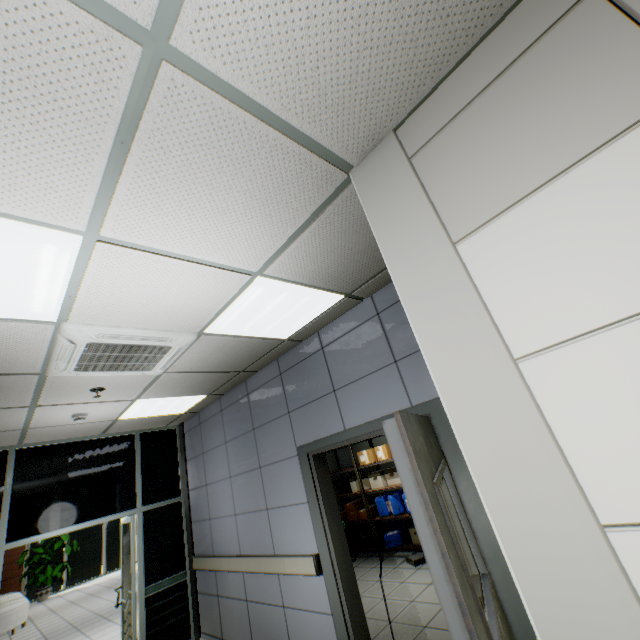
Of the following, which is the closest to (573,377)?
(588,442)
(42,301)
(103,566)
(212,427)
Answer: (588,442)

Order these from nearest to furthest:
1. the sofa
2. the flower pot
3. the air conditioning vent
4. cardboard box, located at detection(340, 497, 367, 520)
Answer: the air conditioning vent, cardboard box, located at detection(340, 497, 367, 520), the sofa, the flower pot

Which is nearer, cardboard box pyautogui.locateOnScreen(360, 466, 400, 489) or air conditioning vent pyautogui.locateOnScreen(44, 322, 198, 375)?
air conditioning vent pyautogui.locateOnScreen(44, 322, 198, 375)

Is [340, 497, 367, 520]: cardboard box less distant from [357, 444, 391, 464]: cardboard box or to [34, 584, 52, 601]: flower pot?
[357, 444, 391, 464]: cardboard box

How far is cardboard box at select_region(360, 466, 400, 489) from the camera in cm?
635

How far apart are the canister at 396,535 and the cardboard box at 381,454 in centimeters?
136cm

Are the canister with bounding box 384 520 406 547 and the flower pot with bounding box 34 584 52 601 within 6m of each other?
no

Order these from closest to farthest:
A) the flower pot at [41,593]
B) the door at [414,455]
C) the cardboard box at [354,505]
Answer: the door at [414,455]
the cardboard box at [354,505]
the flower pot at [41,593]
